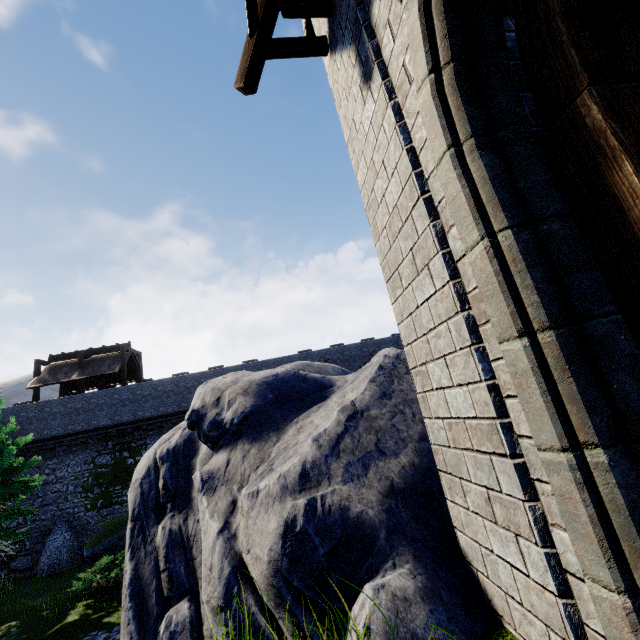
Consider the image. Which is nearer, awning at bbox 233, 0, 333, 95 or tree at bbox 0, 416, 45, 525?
awning at bbox 233, 0, 333, 95

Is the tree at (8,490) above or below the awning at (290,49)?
below

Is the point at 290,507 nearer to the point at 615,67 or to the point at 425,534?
the point at 425,534

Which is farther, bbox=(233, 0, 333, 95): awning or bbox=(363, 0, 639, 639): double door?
bbox=(233, 0, 333, 95): awning

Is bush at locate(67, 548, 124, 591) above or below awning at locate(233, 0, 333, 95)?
below

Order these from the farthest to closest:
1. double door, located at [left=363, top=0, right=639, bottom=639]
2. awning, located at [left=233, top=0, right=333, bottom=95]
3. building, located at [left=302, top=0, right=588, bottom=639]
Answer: awning, located at [left=233, top=0, right=333, bottom=95]
building, located at [left=302, top=0, right=588, bottom=639]
double door, located at [left=363, top=0, right=639, bottom=639]

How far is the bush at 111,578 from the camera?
13.07m

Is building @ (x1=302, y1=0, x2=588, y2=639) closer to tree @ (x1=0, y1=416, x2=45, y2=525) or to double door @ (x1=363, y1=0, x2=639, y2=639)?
double door @ (x1=363, y1=0, x2=639, y2=639)
